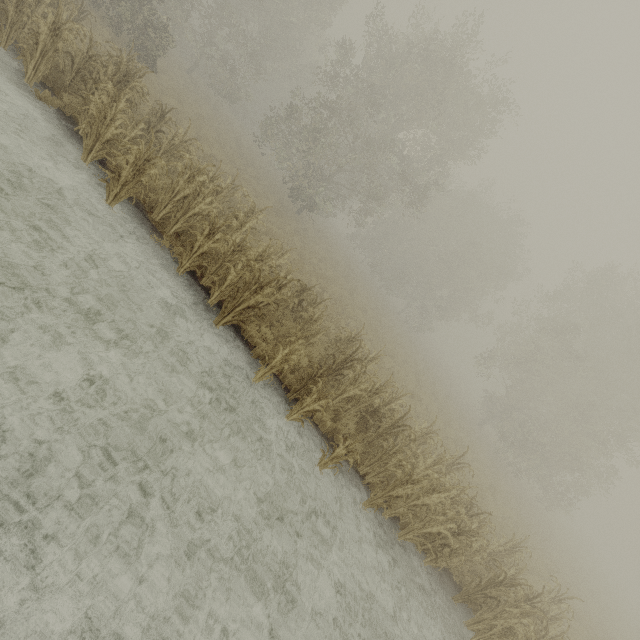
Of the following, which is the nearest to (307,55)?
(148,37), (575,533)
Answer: (148,37)
